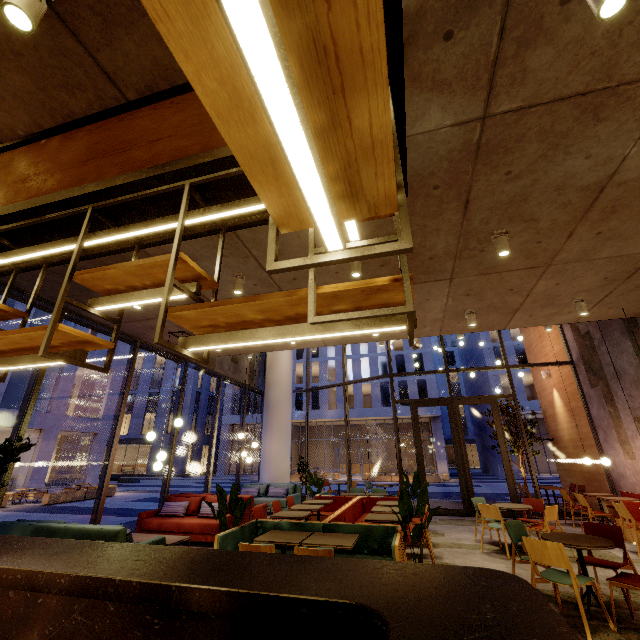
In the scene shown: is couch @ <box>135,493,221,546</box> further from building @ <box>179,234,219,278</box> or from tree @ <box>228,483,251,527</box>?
tree @ <box>228,483,251,527</box>

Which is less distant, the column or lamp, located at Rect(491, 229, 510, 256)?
lamp, located at Rect(491, 229, 510, 256)

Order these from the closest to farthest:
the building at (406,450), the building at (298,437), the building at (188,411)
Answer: the building at (406,450), the building at (298,437), the building at (188,411)

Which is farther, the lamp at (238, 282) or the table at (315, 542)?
the lamp at (238, 282)

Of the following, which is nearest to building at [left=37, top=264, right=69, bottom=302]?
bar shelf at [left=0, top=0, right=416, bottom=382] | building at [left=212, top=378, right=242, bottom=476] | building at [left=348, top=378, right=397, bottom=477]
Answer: bar shelf at [left=0, top=0, right=416, bottom=382]

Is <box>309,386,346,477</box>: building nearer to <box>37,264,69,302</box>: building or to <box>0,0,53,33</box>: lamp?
<box>37,264,69,302</box>: building

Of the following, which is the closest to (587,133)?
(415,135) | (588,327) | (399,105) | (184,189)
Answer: (415,135)

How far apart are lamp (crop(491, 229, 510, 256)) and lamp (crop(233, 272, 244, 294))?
3.8 meters
